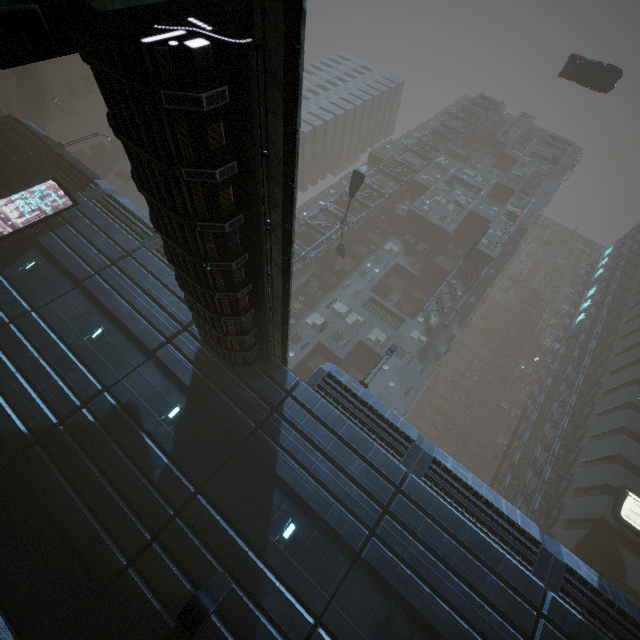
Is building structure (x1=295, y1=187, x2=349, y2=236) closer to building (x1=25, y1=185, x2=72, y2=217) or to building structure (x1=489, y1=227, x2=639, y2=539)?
building (x1=25, y1=185, x2=72, y2=217)

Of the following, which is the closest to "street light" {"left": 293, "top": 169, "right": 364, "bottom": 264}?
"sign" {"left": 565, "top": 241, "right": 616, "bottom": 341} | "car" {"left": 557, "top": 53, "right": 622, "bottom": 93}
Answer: "car" {"left": 557, "top": 53, "right": 622, "bottom": 93}

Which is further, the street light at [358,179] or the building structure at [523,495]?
the building structure at [523,495]

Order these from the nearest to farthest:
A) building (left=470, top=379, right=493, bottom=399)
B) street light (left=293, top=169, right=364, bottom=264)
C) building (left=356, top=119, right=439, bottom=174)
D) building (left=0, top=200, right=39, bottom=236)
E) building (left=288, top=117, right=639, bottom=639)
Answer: building (left=288, top=117, right=639, bottom=639), building (left=0, top=200, right=39, bottom=236), street light (left=293, top=169, right=364, bottom=264), building (left=356, top=119, right=439, bottom=174), building (left=470, top=379, right=493, bottom=399)

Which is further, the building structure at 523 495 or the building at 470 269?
the building at 470 269

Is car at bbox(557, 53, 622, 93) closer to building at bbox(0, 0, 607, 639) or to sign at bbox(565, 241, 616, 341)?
building at bbox(0, 0, 607, 639)

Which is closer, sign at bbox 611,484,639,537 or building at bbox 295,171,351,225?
sign at bbox 611,484,639,537

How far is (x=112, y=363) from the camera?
14.6 meters
